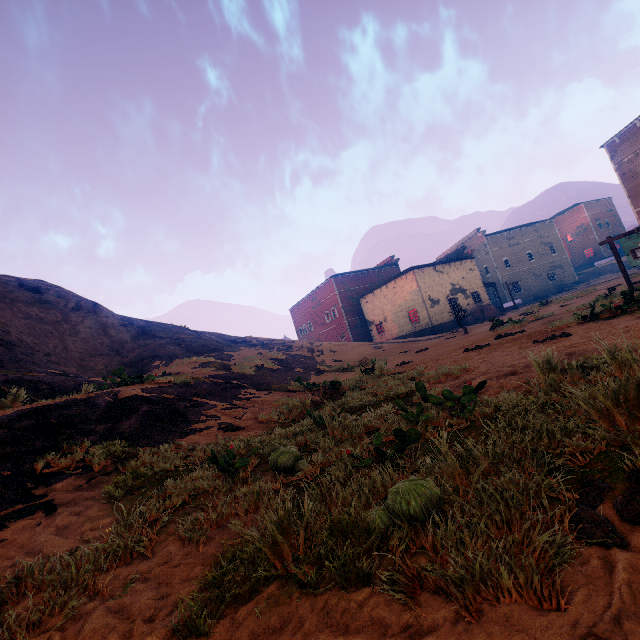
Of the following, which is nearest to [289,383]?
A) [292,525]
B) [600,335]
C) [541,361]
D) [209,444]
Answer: [209,444]

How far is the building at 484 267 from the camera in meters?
33.9 m

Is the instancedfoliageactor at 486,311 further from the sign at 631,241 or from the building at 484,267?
the sign at 631,241

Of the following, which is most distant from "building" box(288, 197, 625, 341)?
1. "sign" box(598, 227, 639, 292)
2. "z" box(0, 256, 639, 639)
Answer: "sign" box(598, 227, 639, 292)

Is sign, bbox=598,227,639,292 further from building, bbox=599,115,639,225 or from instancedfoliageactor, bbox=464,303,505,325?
instancedfoliageactor, bbox=464,303,505,325

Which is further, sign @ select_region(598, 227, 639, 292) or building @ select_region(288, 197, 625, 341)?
building @ select_region(288, 197, 625, 341)

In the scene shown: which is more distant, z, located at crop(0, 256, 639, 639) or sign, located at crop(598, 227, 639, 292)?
sign, located at crop(598, 227, 639, 292)

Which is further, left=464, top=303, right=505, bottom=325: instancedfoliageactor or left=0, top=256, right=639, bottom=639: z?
left=464, top=303, right=505, bottom=325: instancedfoliageactor
